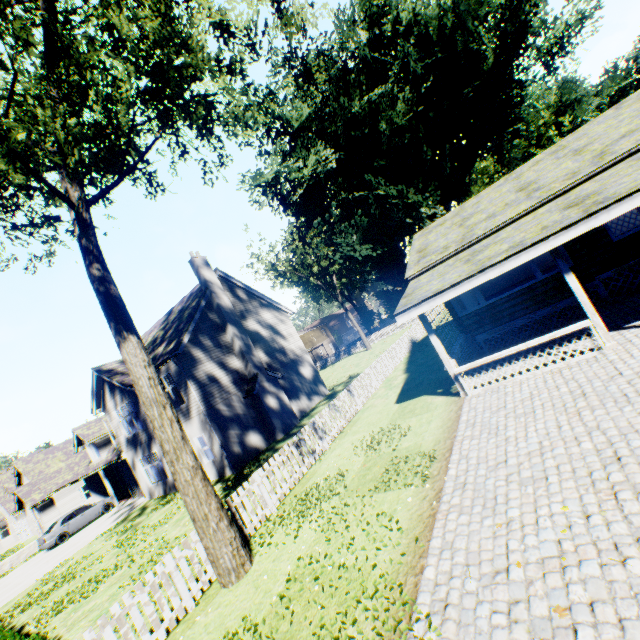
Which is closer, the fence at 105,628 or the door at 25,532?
the fence at 105,628

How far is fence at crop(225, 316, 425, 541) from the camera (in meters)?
9.10

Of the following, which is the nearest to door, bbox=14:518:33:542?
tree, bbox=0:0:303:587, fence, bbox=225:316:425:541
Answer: tree, bbox=0:0:303:587

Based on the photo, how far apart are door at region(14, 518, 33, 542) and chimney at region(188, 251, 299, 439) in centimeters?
3873cm

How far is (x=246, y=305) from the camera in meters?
22.3

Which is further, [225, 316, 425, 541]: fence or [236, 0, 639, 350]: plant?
[236, 0, 639, 350]: plant

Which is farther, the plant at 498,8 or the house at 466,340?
the plant at 498,8

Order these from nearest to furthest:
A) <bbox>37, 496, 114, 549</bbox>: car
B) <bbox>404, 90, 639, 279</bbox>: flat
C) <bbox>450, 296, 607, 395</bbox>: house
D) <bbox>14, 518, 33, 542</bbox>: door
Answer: <bbox>450, 296, 607, 395</bbox>: house, <bbox>404, 90, 639, 279</bbox>: flat, <bbox>37, 496, 114, 549</bbox>: car, <bbox>14, 518, 33, 542</bbox>: door
